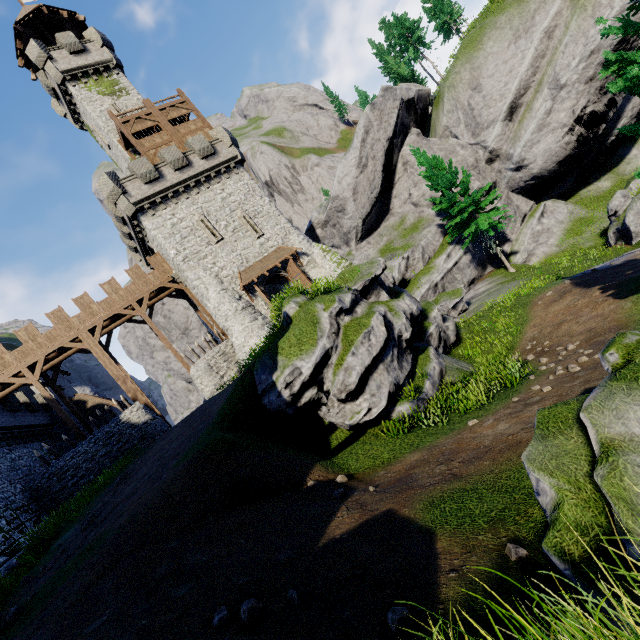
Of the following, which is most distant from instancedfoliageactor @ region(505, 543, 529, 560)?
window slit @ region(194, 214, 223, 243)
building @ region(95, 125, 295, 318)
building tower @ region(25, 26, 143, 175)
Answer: building tower @ region(25, 26, 143, 175)

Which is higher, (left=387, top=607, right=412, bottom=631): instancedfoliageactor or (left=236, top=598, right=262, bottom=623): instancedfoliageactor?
(left=236, top=598, right=262, bottom=623): instancedfoliageactor

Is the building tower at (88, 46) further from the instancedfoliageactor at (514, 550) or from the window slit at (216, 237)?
the instancedfoliageactor at (514, 550)

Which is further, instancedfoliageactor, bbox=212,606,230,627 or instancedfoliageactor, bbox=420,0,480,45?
instancedfoliageactor, bbox=420,0,480,45

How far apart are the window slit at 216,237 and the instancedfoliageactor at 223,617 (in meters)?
24.29

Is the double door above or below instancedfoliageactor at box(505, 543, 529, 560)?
above

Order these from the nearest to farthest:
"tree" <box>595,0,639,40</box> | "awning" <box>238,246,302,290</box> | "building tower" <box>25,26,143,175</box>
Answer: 1. "tree" <box>595,0,639,40</box>
2. "awning" <box>238,246,302,290</box>
3. "building tower" <box>25,26,143,175</box>

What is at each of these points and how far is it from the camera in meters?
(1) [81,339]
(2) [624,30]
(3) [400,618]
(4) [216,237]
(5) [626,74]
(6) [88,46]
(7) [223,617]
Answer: (1) walkway, 23.5
(2) tree, 7.8
(3) instancedfoliageactor, 3.4
(4) window slit, 25.6
(5) tree, 7.4
(6) building tower, 29.3
(7) instancedfoliageactor, 4.1
